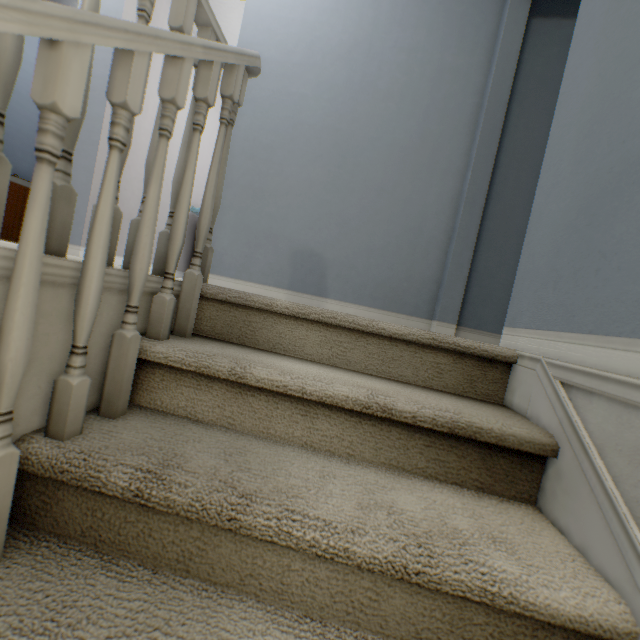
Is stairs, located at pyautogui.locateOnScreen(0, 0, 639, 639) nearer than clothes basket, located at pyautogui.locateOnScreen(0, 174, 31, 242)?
Yes

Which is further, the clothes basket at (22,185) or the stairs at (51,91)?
the clothes basket at (22,185)

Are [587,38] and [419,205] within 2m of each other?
yes
